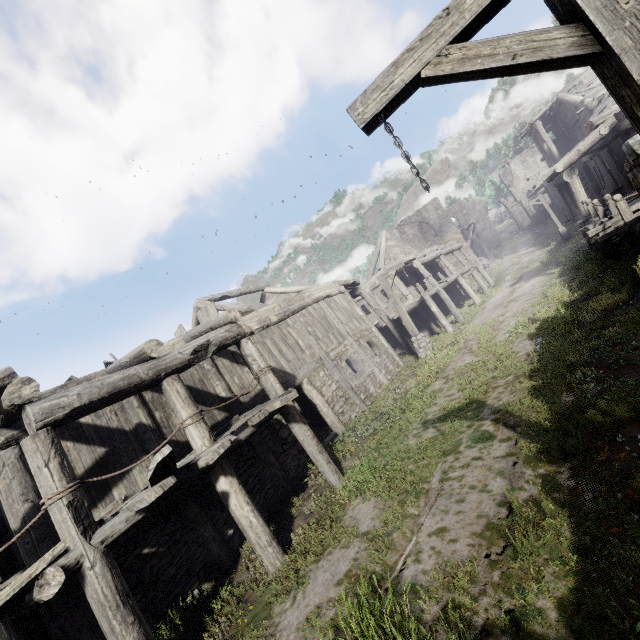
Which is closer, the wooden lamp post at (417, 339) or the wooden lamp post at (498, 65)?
the wooden lamp post at (498, 65)

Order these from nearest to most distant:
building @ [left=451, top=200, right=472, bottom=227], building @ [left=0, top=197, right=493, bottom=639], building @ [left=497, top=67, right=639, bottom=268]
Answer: building @ [left=0, top=197, right=493, bottom=639], building @ [left=497, top=67, right=639, bottom=268], building @ [left=451, top=200, right=472, bottom=227]

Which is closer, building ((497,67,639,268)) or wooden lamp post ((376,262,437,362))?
building ((497,67,639,268))

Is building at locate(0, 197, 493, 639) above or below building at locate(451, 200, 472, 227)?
below

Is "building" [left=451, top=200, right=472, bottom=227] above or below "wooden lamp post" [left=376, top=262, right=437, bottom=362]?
above

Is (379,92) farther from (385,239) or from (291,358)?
(385,239)

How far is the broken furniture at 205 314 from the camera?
11.3 meters

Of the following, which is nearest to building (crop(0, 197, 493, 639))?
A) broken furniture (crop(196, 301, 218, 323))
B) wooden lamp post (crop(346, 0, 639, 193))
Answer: broken furniture (crop(196, 301, 218, 323))
